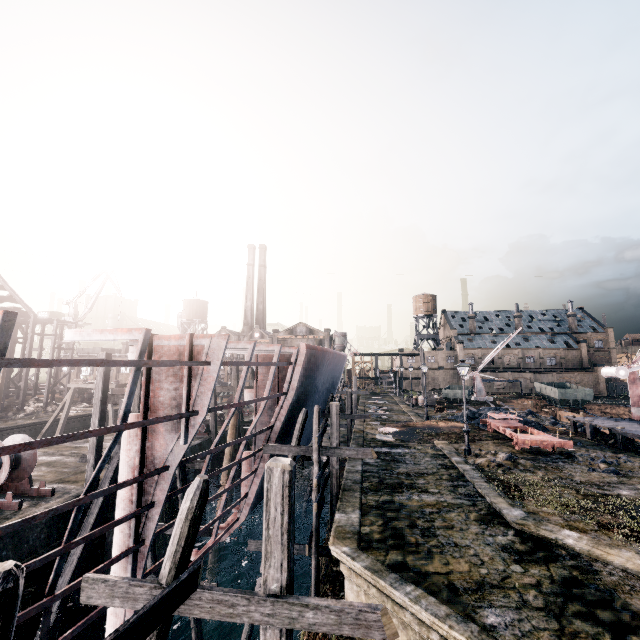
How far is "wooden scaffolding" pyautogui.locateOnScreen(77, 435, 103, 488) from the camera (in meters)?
14.63

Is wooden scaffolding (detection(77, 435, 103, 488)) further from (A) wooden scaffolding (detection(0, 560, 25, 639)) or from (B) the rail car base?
(B) the rail car base

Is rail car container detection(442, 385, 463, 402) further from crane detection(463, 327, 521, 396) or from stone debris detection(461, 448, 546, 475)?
stone debris detection(461, 448, 546, 475)

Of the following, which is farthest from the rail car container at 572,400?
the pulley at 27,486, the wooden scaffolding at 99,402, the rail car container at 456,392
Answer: the pulley at 27,486

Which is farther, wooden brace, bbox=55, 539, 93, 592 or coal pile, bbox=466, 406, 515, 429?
coal pile, bbox=466, 406, 515, 429

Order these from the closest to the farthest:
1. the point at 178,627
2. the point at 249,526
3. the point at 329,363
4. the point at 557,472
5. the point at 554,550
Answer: the point at 554,550, the point at 557,472, the point at 178,627, the point at 329,363, the point at 249,526

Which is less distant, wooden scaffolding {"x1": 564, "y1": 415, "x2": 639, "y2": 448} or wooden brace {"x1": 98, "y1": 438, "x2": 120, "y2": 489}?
wooden brace {"x1": 98, "y1": 438, "x2": 120, "y2": 489}

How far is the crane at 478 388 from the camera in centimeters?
5331cm
